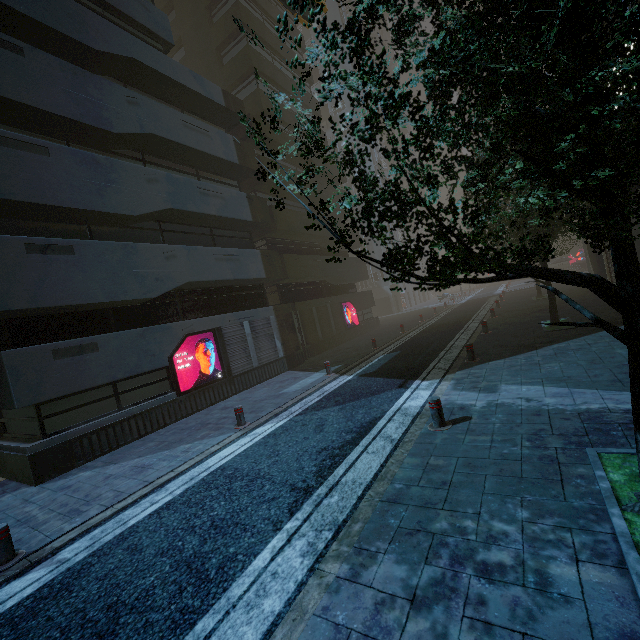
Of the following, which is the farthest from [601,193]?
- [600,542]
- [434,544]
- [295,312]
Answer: [295,312]

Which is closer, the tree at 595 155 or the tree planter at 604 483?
the tree at 595 155

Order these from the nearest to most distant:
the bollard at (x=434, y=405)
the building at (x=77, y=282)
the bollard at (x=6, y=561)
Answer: the bollard at (x=6, y=561), the bollard at (x=434, y=405), the building at (x=77, y=282)

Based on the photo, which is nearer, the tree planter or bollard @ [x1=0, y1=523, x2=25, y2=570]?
the tree planter

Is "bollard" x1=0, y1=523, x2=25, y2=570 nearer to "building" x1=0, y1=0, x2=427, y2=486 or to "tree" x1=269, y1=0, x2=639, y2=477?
"building" x1=0, y1=0, x2=427, y2=486

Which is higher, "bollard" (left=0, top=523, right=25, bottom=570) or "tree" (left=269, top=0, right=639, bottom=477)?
"tree" (left=269, top=0, right=639, bottom=477)

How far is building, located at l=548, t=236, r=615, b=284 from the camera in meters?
18.5 m

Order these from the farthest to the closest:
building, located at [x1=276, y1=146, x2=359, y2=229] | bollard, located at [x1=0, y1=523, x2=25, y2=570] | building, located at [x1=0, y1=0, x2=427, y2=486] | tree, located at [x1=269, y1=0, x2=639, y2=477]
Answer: building, located at [x1=276, y1=146, x2=359, y2=229] → building, located at [x1=0, y1=0, x2=427, y2=486] → bollard, located at [x1=0, y1=523, x2=25, y2=570] → tree, located at [x1=269, y1=0, x2=639, y2=477]
